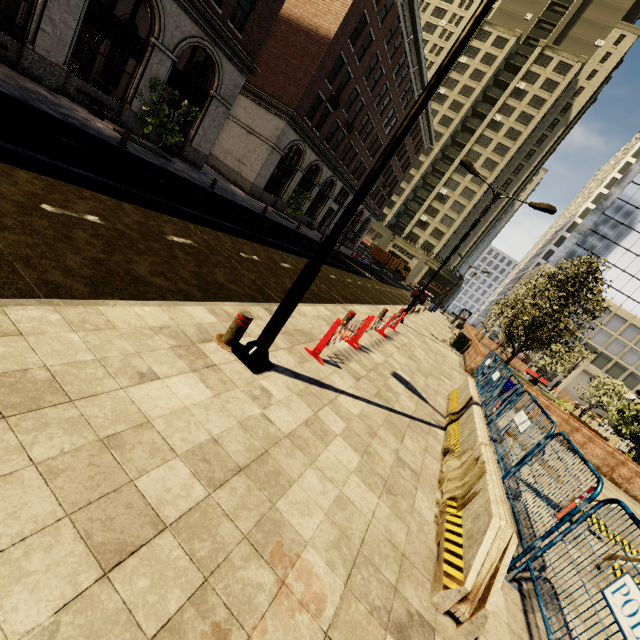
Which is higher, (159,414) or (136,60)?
(136,60)

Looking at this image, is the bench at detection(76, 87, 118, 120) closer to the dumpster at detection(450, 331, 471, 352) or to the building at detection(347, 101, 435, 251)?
the building at detection(347, 101, 435, 251)

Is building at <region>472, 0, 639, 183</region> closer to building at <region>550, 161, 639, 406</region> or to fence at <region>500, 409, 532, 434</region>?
building at <region>550, 161, 639, 406</region>

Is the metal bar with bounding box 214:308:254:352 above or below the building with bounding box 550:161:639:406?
below

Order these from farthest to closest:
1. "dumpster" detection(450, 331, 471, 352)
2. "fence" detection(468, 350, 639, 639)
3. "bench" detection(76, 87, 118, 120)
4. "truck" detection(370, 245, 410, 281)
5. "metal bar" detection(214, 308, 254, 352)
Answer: "truck" detection(370, 245, 410, 281) → "dumpster" detection(450, 331, 471, 352) → "bench" detection(76, 87, 118, 120) → "metal bar" detection(214, 308, 254, 352) → "fence" detection(468, 350, 639, 639)

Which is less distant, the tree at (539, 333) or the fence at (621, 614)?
the fence at (621, 614)

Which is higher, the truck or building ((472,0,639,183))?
building ((472,0,639,183))

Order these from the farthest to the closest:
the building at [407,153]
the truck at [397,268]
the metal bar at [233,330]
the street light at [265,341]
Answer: the truck at [397,268]
the building at [407,153]
the metal bar at [233,330]
the street light at [265,341]
